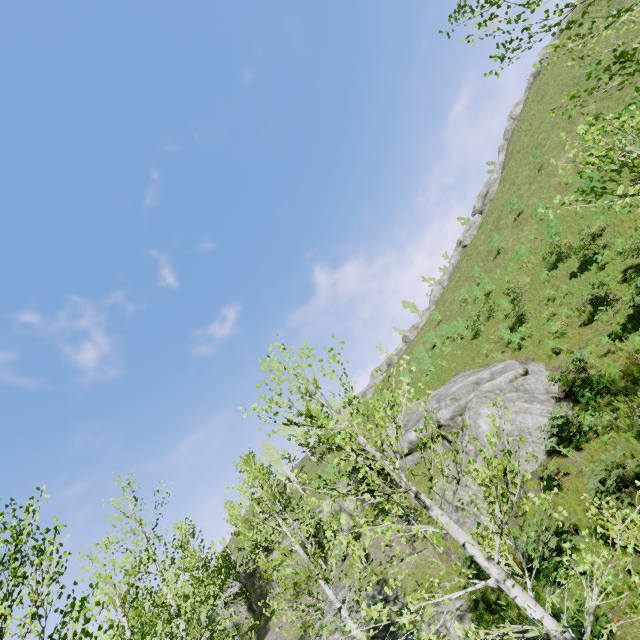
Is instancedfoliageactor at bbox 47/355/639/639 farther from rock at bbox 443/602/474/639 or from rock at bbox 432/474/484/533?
rock at bbox 432/474/484/533

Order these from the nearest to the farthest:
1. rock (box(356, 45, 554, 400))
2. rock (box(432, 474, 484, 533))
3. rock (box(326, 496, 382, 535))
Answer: rock (box(432, 474, 484, 533)), rock (box(326, 496, 382, 535)), rock (box(356, 45, 554, 400))

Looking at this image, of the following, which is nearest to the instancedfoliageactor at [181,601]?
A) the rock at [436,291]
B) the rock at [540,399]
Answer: the rock at [540,399]

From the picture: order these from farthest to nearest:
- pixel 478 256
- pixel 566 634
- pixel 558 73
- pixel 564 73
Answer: pixel 478 256
pixel 558 73
pixel 564 73
pixel 566 634

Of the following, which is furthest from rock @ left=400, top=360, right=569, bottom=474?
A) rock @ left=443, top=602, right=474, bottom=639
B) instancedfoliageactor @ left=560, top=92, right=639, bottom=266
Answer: rock @ left=443, top=602, right=474, bottom=639

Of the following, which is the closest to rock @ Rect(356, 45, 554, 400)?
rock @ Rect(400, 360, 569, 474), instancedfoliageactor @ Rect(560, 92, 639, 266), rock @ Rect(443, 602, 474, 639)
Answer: rock @ Rect(400, 360, 569, 474)

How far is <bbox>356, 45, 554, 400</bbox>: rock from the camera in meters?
44.0

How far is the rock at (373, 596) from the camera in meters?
13.8 m
